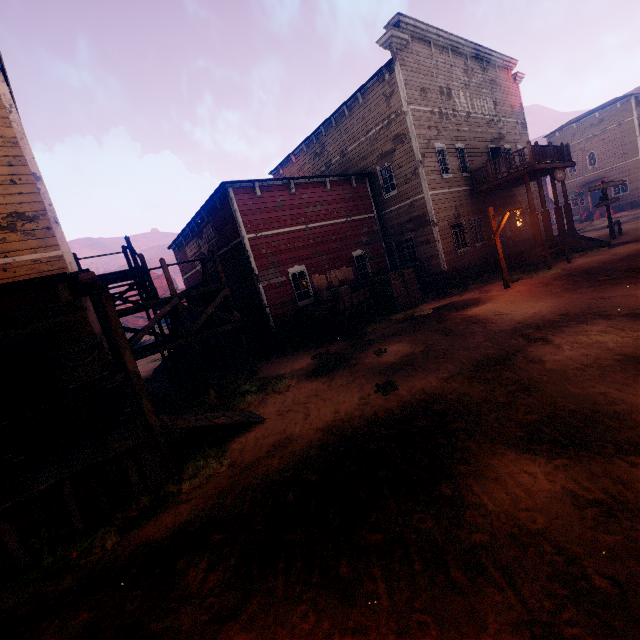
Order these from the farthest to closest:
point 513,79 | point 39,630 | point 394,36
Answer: point 513,79
point 394,36
point 39,630

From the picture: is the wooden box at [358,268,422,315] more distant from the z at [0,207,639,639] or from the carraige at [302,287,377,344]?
the carraige at [302,287,377,344]

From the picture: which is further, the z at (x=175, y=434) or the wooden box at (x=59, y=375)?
the z at (x=175, y=434)

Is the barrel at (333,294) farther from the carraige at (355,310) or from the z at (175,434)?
the z at (175,434)

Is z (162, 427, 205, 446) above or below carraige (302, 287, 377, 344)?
below

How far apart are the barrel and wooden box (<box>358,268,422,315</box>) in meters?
2.1 m

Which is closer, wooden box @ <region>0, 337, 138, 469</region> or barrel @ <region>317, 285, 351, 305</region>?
wooden box @ <region>0, 337, 138, 469</region>

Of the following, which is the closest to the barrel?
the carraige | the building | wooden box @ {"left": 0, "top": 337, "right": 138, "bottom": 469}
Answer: the carraige
